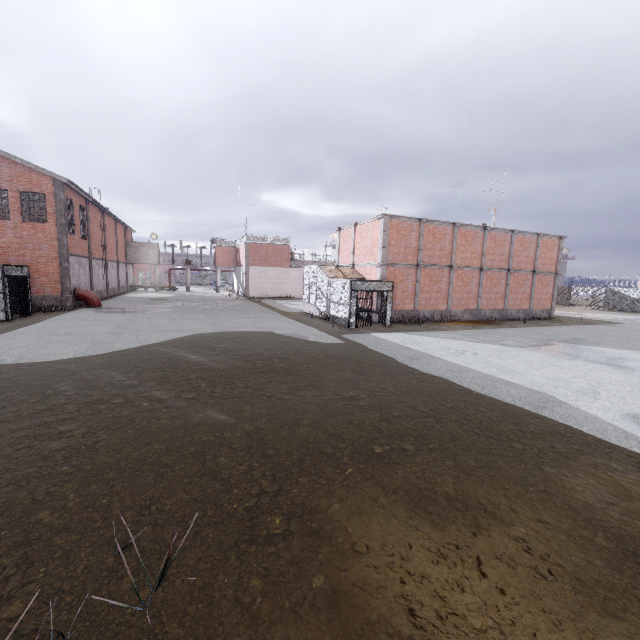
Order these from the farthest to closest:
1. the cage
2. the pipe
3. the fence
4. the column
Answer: the fence → the pipe → the column → the cage

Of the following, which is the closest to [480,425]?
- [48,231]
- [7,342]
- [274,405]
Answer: [274,405]

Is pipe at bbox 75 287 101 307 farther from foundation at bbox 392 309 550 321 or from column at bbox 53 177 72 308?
foundation at bbox 392 309 550 321

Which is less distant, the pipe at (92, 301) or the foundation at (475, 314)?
the foundation at (475, 314)

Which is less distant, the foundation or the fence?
the foundation

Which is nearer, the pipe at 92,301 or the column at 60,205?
the column at 60,205

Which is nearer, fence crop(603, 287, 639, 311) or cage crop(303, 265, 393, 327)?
cage crop(303, 265, 393, 327)

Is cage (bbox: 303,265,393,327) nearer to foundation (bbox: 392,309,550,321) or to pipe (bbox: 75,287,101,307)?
foundation (bbox: 392,309,550,321)
